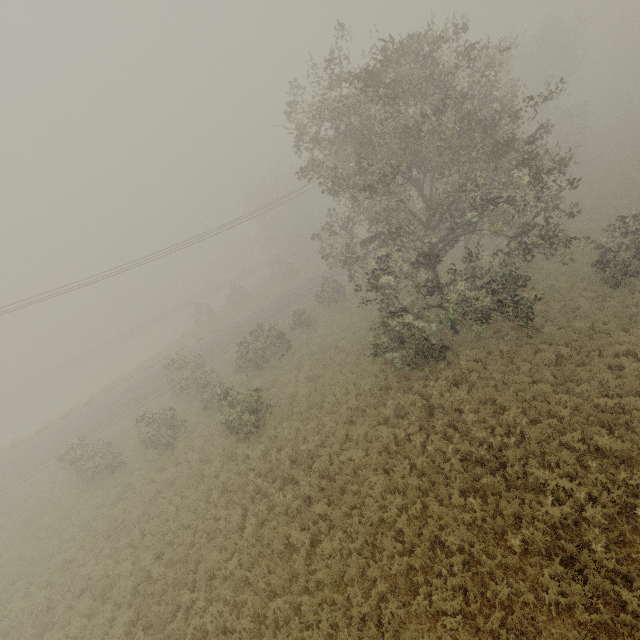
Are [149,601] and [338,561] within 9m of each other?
yes
